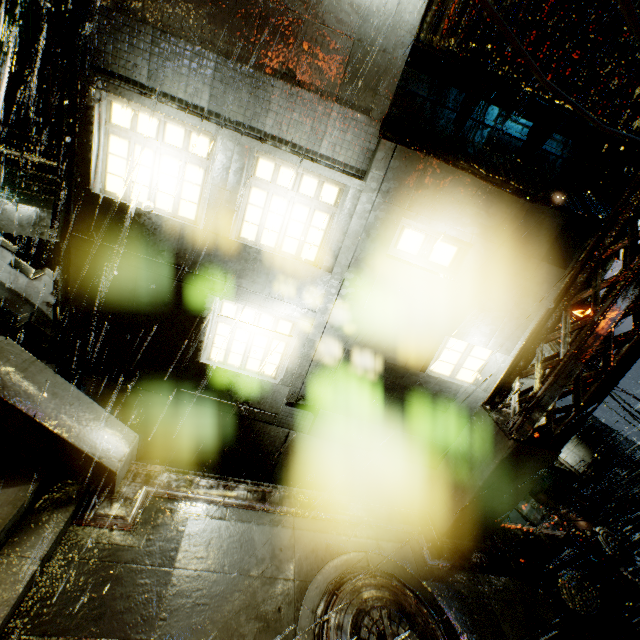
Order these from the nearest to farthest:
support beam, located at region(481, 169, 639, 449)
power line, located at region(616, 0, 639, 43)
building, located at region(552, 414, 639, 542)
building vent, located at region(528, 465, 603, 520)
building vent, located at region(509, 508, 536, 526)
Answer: power line, located at region(616, 0, 639, 43) → support beam, located at region(481, 169, 639, 449) → building, located at region(552, 414, 639, 542) → building vent, located at region(528, 465, 603, 520) → building vent, located at region(509, 508, 536, 526)

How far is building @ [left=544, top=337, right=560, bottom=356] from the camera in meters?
7.2

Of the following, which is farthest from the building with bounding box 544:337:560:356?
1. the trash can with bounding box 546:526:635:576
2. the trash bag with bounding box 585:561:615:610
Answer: the trash bag with bounding box 585:561:615:610

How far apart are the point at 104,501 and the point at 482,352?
8.3m

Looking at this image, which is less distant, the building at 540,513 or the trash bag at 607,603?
the trash bag at 607,603

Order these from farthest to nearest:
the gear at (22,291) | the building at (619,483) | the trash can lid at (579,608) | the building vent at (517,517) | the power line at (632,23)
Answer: the building vent at (517,517) → the building at (619,483) → the gear at (22,291) → the trash can lid at (579,608) → the power line at (632,23)

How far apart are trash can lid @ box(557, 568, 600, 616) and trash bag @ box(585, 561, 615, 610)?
0.0 meters

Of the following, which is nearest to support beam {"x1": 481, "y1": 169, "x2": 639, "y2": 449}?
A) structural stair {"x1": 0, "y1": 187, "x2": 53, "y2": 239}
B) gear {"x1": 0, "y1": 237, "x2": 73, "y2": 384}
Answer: structural stair {"x1": 0, "y1": 187, "x2": 53, "y2": 239}
